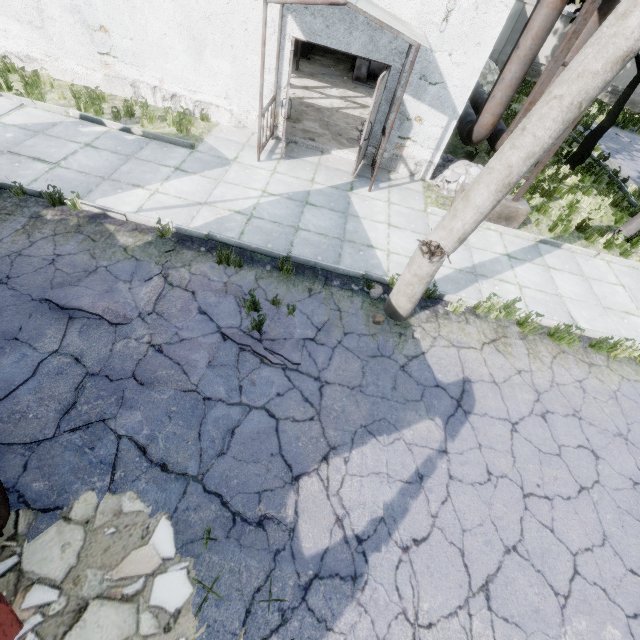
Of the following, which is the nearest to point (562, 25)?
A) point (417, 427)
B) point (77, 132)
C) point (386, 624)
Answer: point (77, 132)

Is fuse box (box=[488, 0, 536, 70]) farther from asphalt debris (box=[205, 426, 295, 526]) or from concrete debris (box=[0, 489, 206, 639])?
concrete debris (box=[0, 489, 206, 639])

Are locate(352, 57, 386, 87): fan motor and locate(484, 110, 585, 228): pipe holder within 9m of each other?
yes

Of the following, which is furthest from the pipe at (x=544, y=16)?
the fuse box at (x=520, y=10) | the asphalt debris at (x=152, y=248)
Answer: the asphalt debris at (x=152, y=248)

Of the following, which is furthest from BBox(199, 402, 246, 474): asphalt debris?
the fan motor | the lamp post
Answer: the fan motor

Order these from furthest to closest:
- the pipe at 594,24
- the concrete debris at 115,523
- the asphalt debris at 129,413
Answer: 1. the pipe at 594,24
2. the asphalt debris at 129,413
3. the concrete debris at 115,523

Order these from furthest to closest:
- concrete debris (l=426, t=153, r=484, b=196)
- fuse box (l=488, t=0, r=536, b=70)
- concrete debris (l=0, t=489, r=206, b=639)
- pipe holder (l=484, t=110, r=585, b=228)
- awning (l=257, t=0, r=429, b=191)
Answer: fuse box (l=488, t=0, r=536, b=70) → concrete debris (l=426, t=153, r=484, b=196) → pipe holder (l=484, t=110, r=585, b=228) → awning (l=257, t=0, r=429, b=191) → concrete debris (l=0, t=489, r=206, b=639)

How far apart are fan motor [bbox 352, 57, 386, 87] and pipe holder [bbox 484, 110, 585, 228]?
7.9 meters
